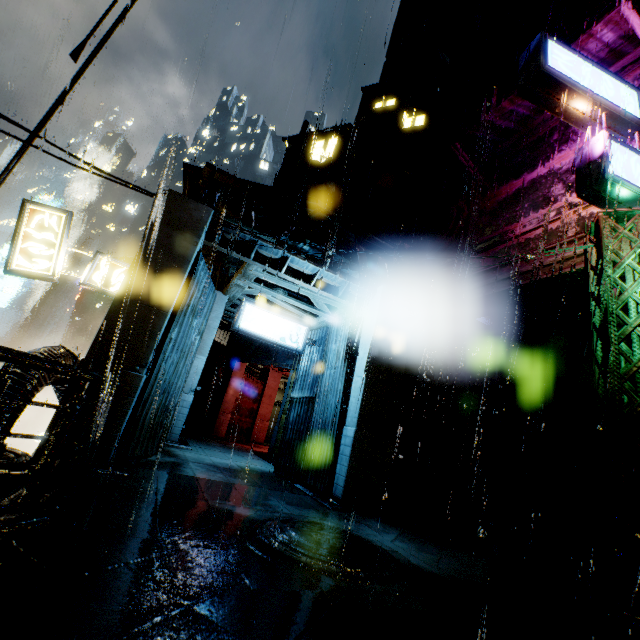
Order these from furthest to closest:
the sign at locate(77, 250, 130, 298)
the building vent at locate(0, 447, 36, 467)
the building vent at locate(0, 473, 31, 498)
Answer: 1. the sign at locate(77, 250, 130, 298)
2. the building vent at locate(0, 447, 36, 467)
3. the building vent at locate(0, 473, 31, 498)

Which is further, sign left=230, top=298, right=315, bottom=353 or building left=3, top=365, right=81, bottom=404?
sign left=230, top=298, right=315, bottom=353

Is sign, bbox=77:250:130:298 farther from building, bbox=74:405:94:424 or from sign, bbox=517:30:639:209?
sign, bbox=517:30:639:209

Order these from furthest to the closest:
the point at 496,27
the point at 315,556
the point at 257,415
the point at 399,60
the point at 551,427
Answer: the point at 399,60 < the point at 257,415 < the point at 496,27 < the point at 551,427 < the point at 315,556

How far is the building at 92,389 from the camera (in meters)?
6.50

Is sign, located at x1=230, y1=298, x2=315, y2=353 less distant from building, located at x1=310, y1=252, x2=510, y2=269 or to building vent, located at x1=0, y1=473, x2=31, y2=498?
building, located at x1=310, y1=252, x2=510, y2=269

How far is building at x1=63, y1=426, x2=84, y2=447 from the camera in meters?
6.2 m
